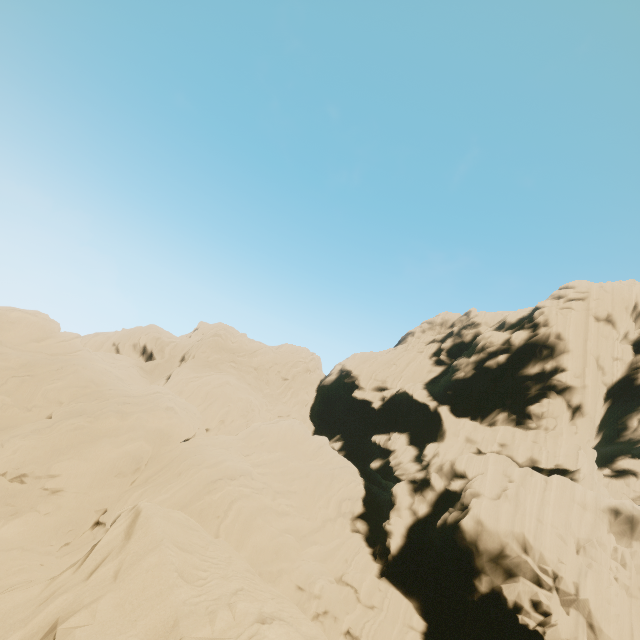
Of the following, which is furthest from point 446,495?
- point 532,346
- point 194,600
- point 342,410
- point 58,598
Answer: point 58,598
